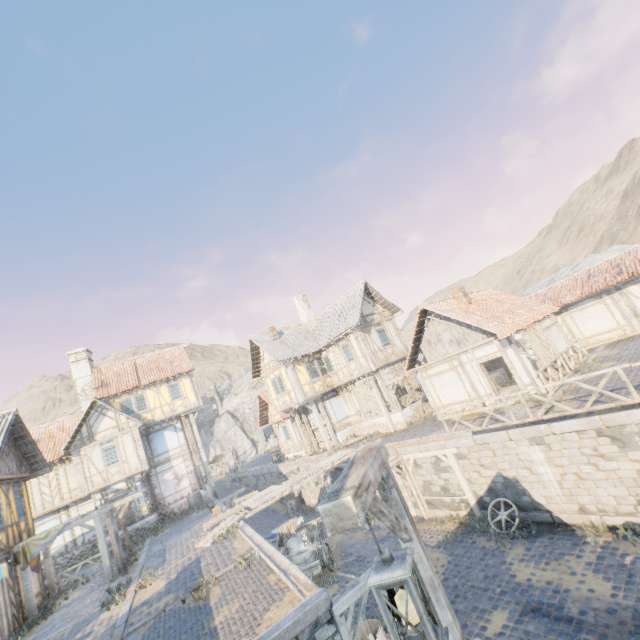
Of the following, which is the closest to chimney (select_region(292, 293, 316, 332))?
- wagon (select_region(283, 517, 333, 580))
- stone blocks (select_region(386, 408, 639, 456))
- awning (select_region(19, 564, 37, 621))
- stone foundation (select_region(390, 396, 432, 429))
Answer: stone foundation (select_region(390, 396, 432, 429))

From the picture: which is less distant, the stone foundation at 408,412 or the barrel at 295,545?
the barrel at 295,545

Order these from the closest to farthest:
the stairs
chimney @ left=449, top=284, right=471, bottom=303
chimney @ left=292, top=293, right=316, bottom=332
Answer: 1. chimney @ left=449, top=284, right=471, bottom=303
2. the stairs
3. chimney @ left=292, top=293, right=316, bottom=332

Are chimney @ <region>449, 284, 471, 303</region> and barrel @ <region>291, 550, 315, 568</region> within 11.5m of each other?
no

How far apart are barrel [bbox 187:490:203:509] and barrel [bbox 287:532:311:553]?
11.7m

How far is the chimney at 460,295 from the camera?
17.6m

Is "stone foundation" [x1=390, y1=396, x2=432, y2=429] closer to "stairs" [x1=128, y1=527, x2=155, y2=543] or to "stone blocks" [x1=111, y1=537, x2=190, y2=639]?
"stone blocks" [x1=111, y1=537, x2=190, y2=639]

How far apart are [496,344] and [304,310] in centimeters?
1549cm
